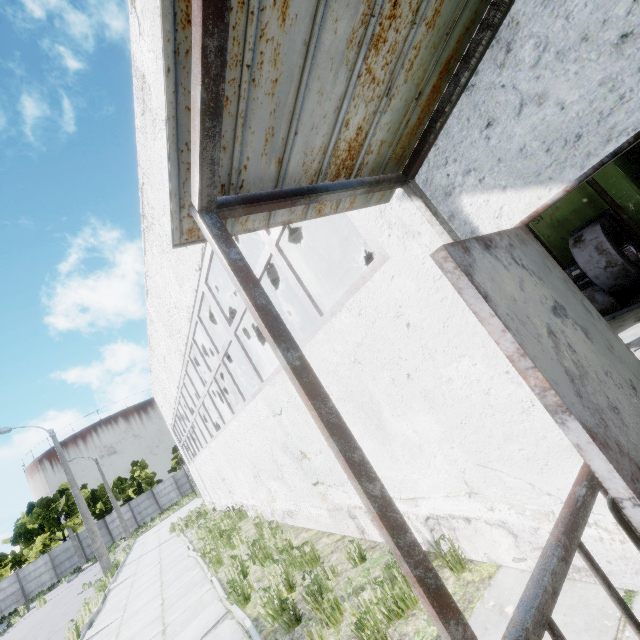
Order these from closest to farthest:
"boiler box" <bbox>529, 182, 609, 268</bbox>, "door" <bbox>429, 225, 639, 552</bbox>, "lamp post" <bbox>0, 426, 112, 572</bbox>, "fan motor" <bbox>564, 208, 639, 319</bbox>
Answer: "door" <bbox>429, 225, 639, 552</bbox>
"fan motor" <bbox>564, 208, 639, 319</bbox>
"boiler box" <bbox>529, 182, 609, 268</bbox>
"lamp post" <bbox>0, 426, 112, 572</bbox>

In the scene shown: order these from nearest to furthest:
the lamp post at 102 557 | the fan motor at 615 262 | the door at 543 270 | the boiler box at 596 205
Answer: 1. the door at 543 270
2. the fan motor at 615 262
3. the boiler box at 596 205
4. the lamp post at 102 557

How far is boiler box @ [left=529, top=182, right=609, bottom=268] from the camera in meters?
7.6

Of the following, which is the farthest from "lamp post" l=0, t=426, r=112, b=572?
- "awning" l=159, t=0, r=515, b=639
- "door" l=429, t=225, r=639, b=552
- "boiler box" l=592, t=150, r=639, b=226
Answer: "boiler box" l=592, t=150, r=639, b=226

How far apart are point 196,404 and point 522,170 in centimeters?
1168cm

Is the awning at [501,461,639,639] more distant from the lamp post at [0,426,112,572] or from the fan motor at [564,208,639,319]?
the lamp post at [0,426,112,572]

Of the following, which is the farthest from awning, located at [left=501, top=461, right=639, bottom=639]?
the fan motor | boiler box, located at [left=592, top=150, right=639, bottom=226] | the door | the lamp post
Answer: the lamp post

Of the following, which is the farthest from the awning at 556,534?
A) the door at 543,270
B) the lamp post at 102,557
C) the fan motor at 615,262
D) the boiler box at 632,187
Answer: the lamp post at 102,557
